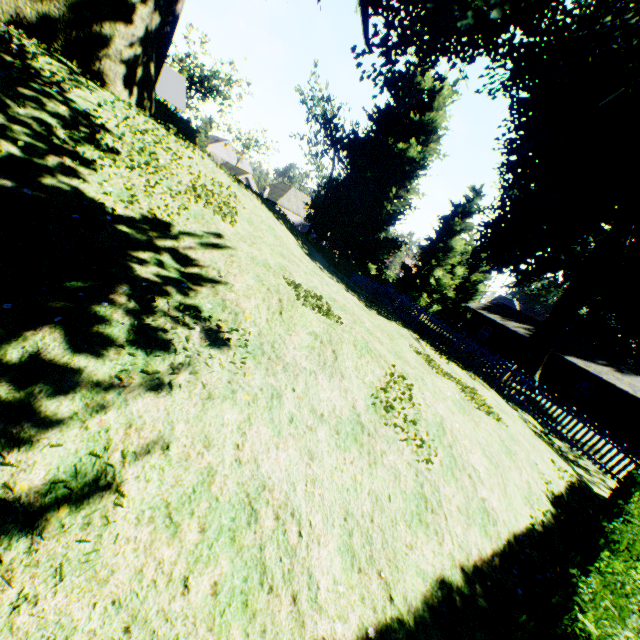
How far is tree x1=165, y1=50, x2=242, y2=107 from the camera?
51.9m

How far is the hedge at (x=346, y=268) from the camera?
29.1 meters

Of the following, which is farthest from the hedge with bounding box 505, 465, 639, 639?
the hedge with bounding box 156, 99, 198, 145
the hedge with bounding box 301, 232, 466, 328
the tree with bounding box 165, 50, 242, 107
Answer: the hedge with bounding box 301, 232, 466, 328

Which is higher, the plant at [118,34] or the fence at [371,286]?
the plant at [118,34]

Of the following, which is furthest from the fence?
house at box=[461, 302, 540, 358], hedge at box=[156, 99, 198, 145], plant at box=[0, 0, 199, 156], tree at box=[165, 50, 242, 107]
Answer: house at box=[461, 302, 540, 358]

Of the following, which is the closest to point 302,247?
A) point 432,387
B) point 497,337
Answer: point 432,387

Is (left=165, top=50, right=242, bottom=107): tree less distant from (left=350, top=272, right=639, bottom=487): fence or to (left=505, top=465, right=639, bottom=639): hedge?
(left=350, top=272, right=639, bottom=487): fence

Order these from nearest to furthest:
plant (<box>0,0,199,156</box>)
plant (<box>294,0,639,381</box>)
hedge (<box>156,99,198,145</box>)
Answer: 1. plant (<box>0,0,199,156</box>)
2. plant (<box>294,0,639,381</box>)
3. hedge (<box>156,99,198,145</box>)
